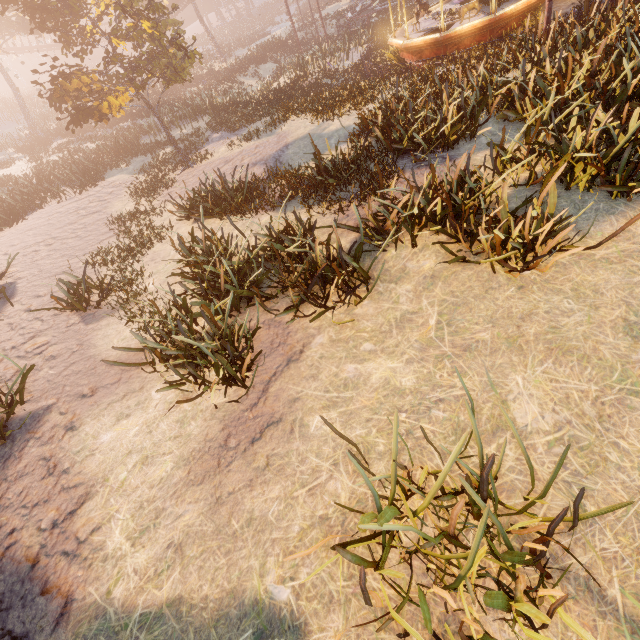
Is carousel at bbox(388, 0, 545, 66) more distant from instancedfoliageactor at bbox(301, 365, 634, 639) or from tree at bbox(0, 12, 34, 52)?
tree at bbox(0, 12, 34, 52)

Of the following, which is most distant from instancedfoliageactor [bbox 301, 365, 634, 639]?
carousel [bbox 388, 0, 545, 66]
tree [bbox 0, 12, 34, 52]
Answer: tree [bbox 0, 12, 34, 52]

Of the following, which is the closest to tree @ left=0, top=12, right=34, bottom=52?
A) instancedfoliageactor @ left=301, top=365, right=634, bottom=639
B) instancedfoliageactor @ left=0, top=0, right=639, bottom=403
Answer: instancedfoliageactor @ left=0, top=0, right=639, bottom=403

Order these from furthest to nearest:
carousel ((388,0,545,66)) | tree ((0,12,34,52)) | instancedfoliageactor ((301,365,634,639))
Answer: tree ((0,12,34,52)), carousel ((388,0,545,66)), instancedfoliageactor ((301,365,634,639))

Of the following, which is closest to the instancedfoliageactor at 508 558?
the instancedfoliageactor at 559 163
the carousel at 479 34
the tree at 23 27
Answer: the instancedfoliageactor at 559 163

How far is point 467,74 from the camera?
9.7m

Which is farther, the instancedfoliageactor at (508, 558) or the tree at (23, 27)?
the tree at (23, 27)

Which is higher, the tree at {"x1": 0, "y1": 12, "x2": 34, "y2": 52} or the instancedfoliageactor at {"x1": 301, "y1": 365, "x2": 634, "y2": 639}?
the tree at {"x1": 0, "y1": 12, "x2": 34, "y2": 52}
